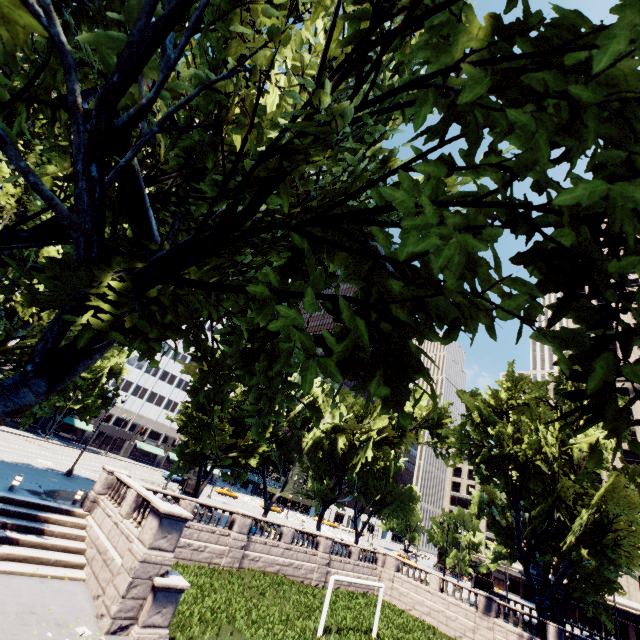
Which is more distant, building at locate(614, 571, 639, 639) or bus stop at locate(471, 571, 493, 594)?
bus stop at locate(471, 571, 493, 594)

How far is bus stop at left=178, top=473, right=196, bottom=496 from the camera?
40.0 meters

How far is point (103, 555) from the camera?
14.7m

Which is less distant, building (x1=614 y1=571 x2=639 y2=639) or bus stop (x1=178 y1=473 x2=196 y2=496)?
bus stop (x1=178 y1=473 x2=196 y2=496)

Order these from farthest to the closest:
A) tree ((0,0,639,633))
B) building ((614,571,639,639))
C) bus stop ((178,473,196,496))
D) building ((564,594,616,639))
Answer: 1. building ((564,594,616,639))
2. building ((614,571,639,639))
3. bus stop ((178,473,196,496))
4. tree ((0,0,639,633))

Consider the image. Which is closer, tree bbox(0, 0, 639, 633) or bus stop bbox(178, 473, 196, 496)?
tree bbox(0, 0, 639, 633)

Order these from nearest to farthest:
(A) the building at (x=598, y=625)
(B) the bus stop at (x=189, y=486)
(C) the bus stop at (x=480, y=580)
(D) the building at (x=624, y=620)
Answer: (B) the bus stop at (x=189, y=486), (D) the building at (x=624, y=620), (A) the building at (x=598, y=625), (C) the bus stop at (x=480, y=580)

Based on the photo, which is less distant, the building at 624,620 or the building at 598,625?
the building at 624,620
